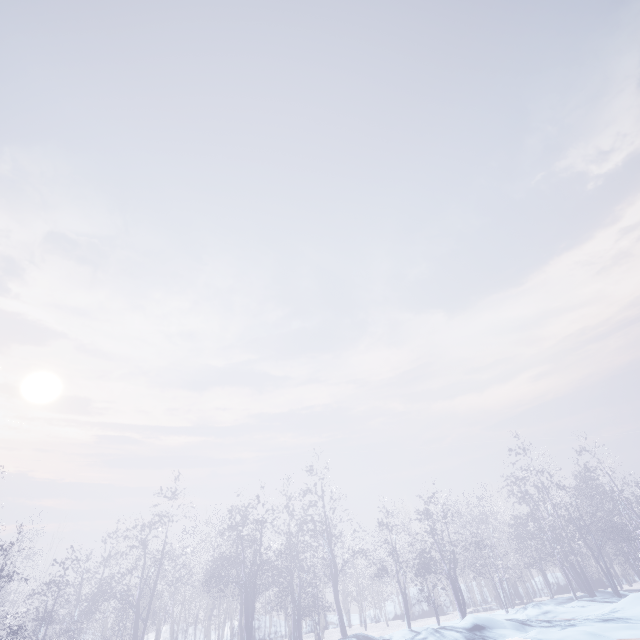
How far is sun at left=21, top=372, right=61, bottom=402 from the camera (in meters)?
42.66

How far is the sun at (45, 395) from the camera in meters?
42.7

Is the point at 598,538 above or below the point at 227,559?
below
